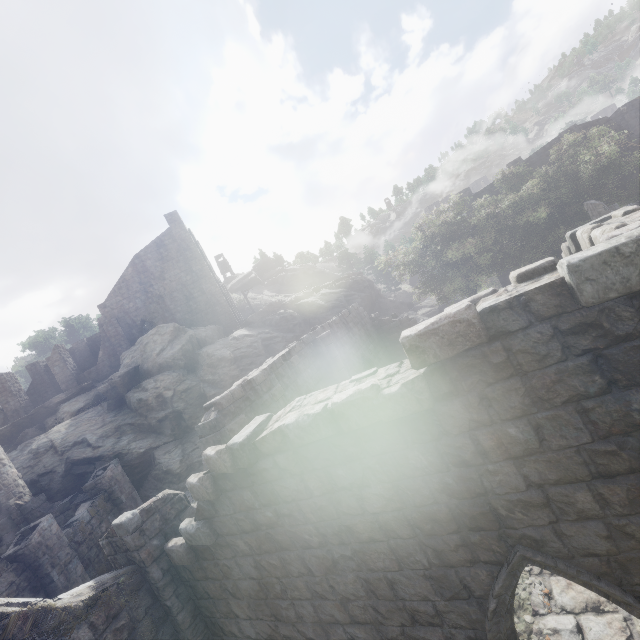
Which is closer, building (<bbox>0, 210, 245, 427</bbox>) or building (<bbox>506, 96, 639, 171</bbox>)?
building (<bbox>506, 96, 639, 171</bbox>)

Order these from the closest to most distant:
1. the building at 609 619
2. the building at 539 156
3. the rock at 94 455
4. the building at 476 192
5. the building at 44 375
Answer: the building at 609 619, the rock at 94 455, the building at 539 156, the building at 44 375, the building at 476 192

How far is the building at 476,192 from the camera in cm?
3196

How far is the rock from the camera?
19.77m

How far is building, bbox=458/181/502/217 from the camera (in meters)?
31.96

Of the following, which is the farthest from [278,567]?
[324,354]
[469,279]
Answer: [469,279]
